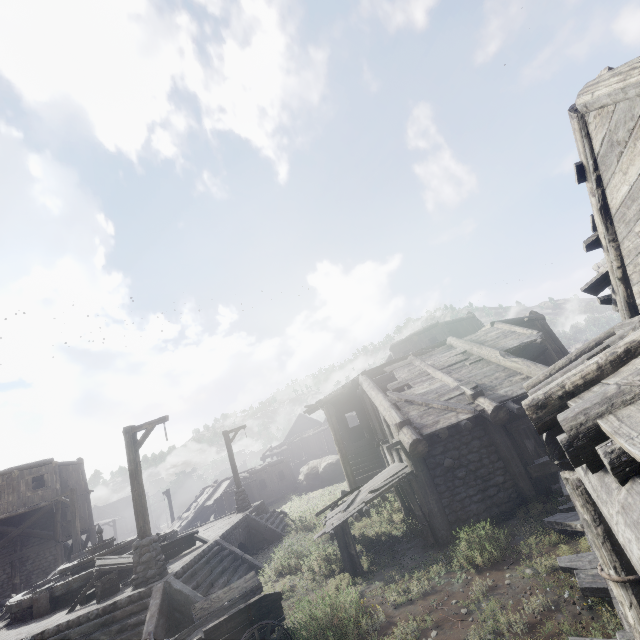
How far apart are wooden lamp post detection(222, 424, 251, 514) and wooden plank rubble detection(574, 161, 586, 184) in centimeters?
2003cm

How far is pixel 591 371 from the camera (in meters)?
3.80

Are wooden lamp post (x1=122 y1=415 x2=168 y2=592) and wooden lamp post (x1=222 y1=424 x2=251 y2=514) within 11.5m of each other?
yes

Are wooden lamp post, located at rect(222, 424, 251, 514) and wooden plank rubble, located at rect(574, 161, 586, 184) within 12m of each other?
no

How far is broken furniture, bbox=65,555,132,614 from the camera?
10.10m

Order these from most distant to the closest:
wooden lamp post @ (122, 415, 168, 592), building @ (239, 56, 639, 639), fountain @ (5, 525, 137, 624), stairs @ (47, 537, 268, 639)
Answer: fountain @ (5, 525, 137, 624) < wooden lamp post @ (122, 415, 168, 592) < stairs @ (47, 537, 268, 639) < building @ (239, 56, 639, 639)

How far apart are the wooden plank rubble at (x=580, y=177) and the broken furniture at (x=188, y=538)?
15.87m

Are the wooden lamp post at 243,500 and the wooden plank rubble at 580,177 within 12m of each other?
no
